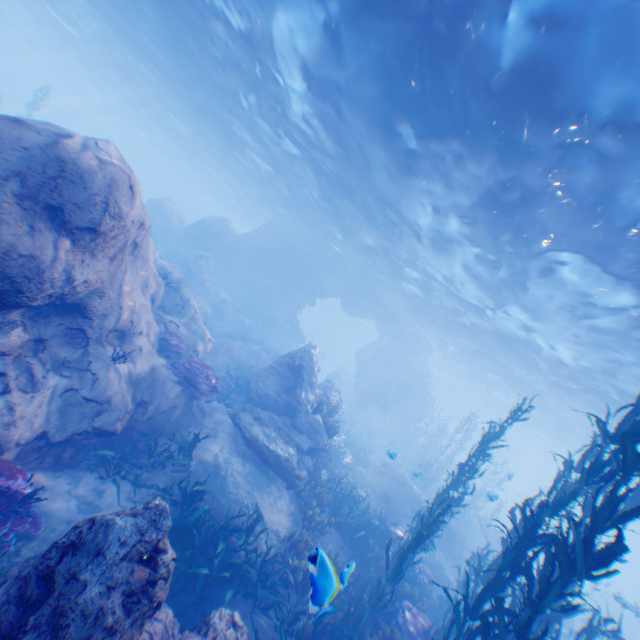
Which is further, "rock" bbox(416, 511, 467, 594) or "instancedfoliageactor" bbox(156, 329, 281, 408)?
"rock" bbox(416, 511, 467, 594)

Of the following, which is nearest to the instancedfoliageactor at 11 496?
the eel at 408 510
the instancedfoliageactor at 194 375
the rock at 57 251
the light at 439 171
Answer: the rock at 57 251

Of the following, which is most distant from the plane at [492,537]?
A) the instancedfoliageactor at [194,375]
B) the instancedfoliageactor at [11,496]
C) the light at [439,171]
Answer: the instancedfoliageactor at [11,496]

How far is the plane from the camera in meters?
18.7 m

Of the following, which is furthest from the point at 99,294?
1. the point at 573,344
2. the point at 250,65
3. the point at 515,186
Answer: the point at 573,344

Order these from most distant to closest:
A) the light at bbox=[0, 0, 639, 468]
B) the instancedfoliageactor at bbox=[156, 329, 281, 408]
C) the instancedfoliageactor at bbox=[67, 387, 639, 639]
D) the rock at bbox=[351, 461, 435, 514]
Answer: the rock at bbox=[351, 461, 435, 514] < the instancedfoliageactor at bbox=[156, 329, 281, 408] < the light at bbox=[0, 0, 639, 468] < the instancedfoliageactor at bbox=[67, 387, 639, 639]

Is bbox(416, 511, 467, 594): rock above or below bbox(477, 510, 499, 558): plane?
below

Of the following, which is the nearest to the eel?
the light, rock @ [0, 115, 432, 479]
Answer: rock @ [0, 115, 432, 479]
